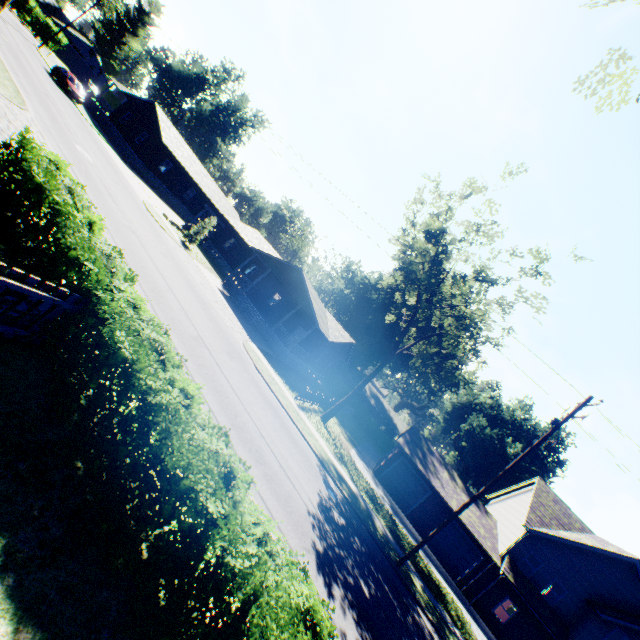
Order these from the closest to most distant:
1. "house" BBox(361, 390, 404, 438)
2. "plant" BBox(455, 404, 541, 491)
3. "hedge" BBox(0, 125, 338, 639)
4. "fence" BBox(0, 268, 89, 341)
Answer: "hedge" BBox(0, 125, 338, 639)
"fence" BBox(0, 268, 89, 341)
"plant" BBox(455, 404, 541, 491)
"house" BBox(361, 390, 404, 438)

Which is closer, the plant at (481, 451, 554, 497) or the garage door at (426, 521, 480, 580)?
the garage door at (426, 521, 480, 580)

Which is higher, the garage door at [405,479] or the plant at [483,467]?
the plant at [483,467]

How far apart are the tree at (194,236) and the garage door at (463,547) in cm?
3209

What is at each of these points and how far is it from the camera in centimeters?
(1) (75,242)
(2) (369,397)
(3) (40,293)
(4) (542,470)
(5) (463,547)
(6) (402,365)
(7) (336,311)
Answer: (1) hedge, 613cm
(2) house, 5969cm
(3) fence, 508cm
(4) plant, 5794cm
(5) garage door, 2491cm
(6) plant, 5662cm
(7) plant, 5566cm

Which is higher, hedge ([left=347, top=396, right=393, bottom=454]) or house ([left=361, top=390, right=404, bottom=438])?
house ([left=361, top=390, right=404, bottom=438])

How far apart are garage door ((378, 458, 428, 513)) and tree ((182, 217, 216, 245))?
26.9 meters

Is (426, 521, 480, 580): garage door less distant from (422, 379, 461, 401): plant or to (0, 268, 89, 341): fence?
(422, 379, 461, 401): plant
